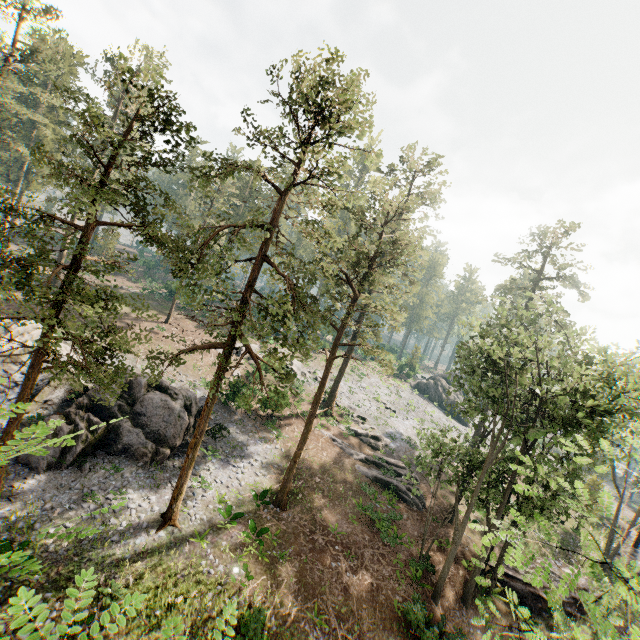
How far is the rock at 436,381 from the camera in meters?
52.1 m

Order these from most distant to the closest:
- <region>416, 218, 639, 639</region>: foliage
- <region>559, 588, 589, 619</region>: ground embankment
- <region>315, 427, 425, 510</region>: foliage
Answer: <region>315, 427, 425, 510</region>: foliage
<region>559, 588, 589, 619</region>: ground embankment
<region>416, 218, 639, 639</region>: foliage

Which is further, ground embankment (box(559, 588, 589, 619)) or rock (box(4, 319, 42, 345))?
ground embankment (box(559, 588, 589, 619))

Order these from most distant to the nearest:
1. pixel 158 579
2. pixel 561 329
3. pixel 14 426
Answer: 1. pixel 561 329
2. pixel 158 579
3. pixel 14 426

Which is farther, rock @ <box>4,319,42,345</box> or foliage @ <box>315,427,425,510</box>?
foliage @ <box>315,427,425,510</box>

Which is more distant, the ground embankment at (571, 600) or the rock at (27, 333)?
the ground embankment at (571, 600)

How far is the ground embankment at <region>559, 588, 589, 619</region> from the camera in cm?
2258

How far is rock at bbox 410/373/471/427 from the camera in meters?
52.1
